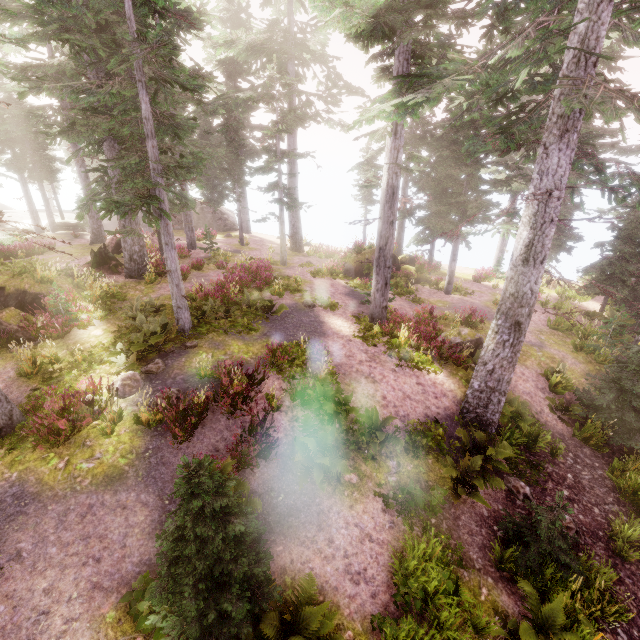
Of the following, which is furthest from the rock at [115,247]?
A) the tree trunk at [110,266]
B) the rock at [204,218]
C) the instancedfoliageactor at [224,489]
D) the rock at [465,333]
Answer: the rock at [465,333]

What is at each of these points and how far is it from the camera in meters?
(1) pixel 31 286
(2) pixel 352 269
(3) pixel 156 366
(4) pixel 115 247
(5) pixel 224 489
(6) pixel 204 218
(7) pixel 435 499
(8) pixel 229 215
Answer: (1) rock, 12.8
(2) rock, 22.8
(3) instancedfoliageactor, 10.4
(4) rock, 20.6
(5) instancedfoliageactor, 5.0
(6) rock, 35.8
(7) instancedfoliageactor, 8.4
(8) rock, 38.8

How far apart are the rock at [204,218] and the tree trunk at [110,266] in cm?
1756

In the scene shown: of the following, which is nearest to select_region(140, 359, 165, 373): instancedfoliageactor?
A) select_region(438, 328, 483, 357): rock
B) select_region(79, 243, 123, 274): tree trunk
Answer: select_region(79, 243, 123, 274): tree trunk

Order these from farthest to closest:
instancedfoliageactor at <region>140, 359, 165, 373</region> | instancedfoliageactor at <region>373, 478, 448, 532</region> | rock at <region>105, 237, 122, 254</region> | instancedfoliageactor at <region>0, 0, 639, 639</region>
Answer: rock at <region>105, 237, 122, 254</region> → instancedfoliageactor at <region>140, 359, 165, 373</region> → instancedfoliageactor at <region>373, 478, 448, 532</region> → instancedfoliageactor at <region>0, 0, 639, 639</region>

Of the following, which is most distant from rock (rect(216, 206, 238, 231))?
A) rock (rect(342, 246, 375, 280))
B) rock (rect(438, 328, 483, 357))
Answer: rock (rect(438, 328, 483, 357))

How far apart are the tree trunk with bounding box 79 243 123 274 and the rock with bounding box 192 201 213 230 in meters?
17.6

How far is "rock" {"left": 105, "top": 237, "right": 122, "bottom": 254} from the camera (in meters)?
20.41
